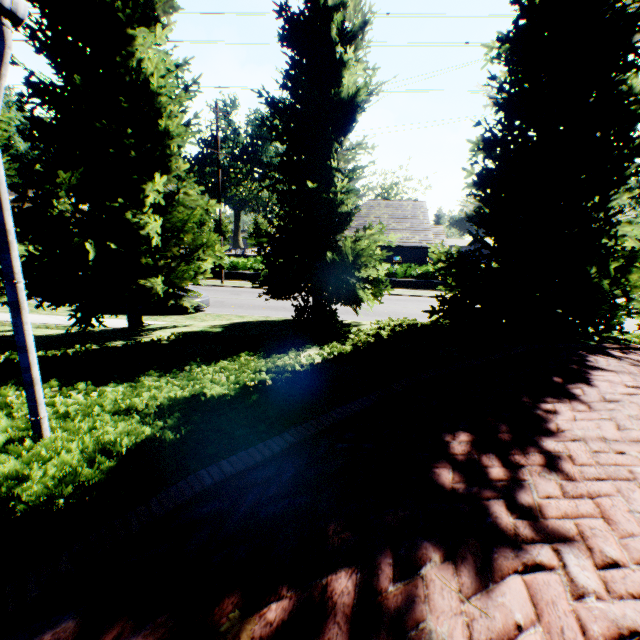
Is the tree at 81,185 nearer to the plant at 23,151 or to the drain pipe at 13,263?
the plant at 23,151

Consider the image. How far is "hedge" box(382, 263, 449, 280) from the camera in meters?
26.0 m

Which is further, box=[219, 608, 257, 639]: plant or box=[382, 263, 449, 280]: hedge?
box=[382, 263, 449, 280]: hedge

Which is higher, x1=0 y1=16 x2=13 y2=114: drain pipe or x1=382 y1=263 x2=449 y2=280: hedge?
x1=0 y1=16 x2=13 y2=114: drain pipe

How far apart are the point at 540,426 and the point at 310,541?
2.62m

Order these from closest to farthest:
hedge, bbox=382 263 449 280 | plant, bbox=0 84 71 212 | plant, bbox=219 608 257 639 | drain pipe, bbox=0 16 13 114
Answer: plant, bbox=219 608 257 639
drain pipe, bbox=0 16 13 114
hedge, bbox=382 263 449 280
plant, bbox=0 84 71 212

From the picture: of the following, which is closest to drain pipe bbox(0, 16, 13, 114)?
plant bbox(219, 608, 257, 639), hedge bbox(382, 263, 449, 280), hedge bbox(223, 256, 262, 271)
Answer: plant bbox(219, 608, 257, 639)

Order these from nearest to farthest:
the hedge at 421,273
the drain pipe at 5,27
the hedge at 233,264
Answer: the drain pipe at 5,27 < the hedge at 421,273 < the hedge at 233,264
